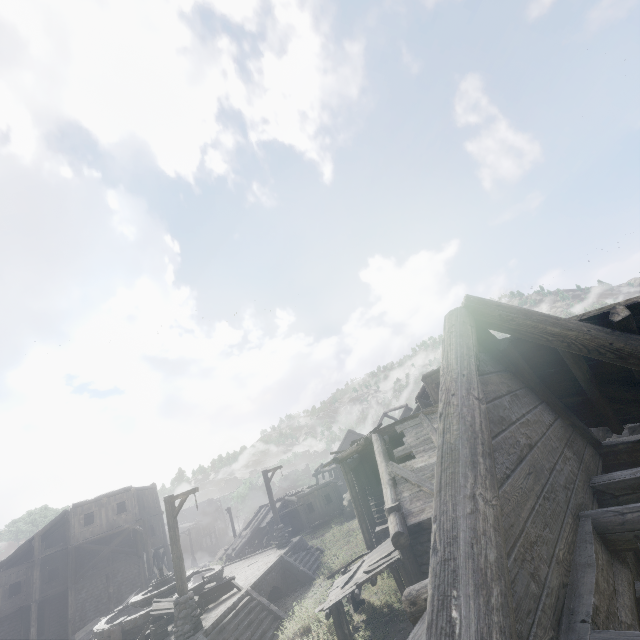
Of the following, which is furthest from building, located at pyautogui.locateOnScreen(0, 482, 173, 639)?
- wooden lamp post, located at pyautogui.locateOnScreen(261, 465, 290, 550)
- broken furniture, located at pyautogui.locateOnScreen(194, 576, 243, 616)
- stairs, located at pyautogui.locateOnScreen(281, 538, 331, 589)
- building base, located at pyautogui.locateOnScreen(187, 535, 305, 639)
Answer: wooden lamp post, located at pyautogui.locateOnScreen(261, 465, 290, 550)

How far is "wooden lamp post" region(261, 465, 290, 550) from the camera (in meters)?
20.78

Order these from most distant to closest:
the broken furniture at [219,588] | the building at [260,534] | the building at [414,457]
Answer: the building at [260,534] → the broken furniture at [219,588] → the building at [414,457]

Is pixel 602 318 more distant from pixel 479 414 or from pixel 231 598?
pixel 231 598

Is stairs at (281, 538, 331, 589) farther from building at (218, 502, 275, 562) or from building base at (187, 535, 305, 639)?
building at (218, 502, 275, 562)

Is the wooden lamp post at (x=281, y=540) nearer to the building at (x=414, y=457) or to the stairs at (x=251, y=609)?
the stairs at (x=251, y=609)

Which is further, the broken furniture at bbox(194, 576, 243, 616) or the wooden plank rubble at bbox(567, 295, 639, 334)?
the broken furniture at bbox(194, 576, 243, 616)

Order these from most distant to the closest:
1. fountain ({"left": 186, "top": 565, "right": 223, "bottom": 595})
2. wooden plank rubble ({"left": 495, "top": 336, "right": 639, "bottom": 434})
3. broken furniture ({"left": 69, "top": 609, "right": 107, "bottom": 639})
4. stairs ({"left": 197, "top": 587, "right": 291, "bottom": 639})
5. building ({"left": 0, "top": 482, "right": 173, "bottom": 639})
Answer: building ({"left": 0, "top": 482, "right": 173, "bottom": 639}) < broken furniture ({"left": 69, "top": 609, "right": 107, "bottom": 639}) < fountain ({"left": 186, "top": 565, "right": 223, "bottom": 595}) < stairs ({"left": 197, "top": 587, "right": 291, "bottom": 639}) < wooden plank rubble ({"left": 495, "top": 336, "right": 639, "bottom": 434})
